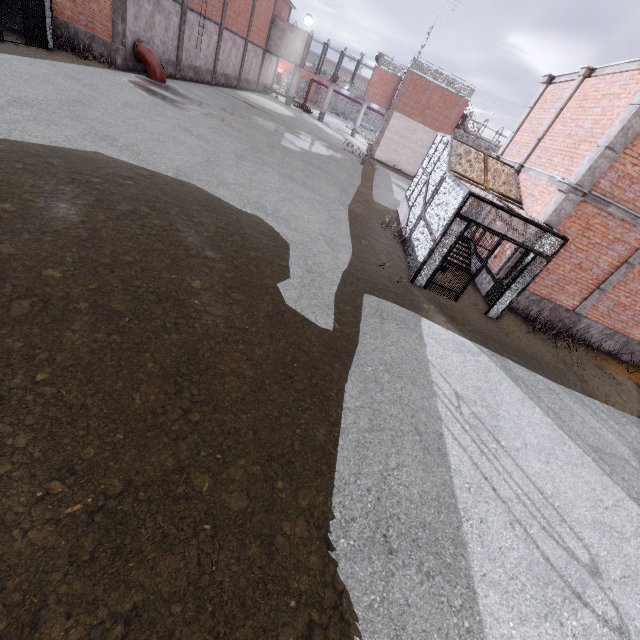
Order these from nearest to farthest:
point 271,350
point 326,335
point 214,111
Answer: point 271,350, point 326,335, point 214,111

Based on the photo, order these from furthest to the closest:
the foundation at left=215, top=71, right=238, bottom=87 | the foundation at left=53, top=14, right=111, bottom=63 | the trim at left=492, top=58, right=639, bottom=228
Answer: the foundation at left=215, top=71, right=238, bottom=87, the foundation at left=53, top=14, right=111, bottom=63, the trim at left=492, top=58, right=639, bottom=228

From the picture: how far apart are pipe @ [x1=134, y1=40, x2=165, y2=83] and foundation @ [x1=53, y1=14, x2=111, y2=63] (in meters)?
1.13

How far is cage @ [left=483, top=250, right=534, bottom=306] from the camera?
9.9m

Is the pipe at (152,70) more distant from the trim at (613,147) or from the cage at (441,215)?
the trim at (613,147)

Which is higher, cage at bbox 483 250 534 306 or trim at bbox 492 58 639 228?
trim at bbox 492 58 639 228

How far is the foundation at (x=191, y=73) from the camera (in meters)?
23.15

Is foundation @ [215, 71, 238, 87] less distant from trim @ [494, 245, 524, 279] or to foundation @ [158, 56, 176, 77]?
foundation @ [158, 56, 176, 77]
